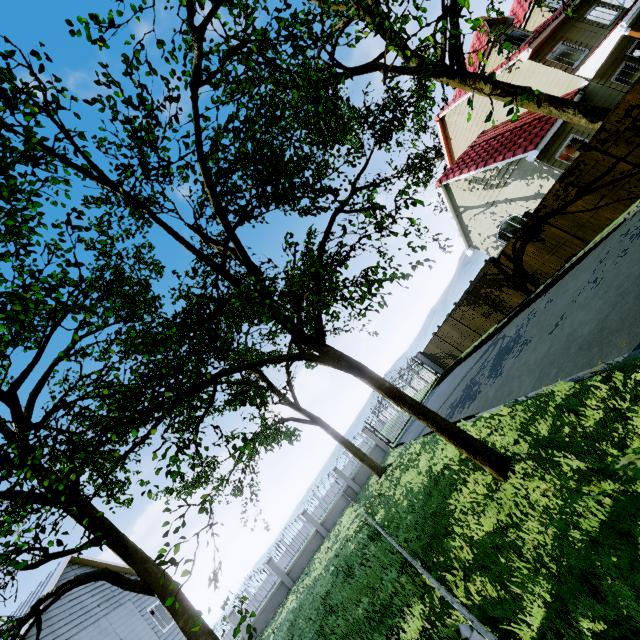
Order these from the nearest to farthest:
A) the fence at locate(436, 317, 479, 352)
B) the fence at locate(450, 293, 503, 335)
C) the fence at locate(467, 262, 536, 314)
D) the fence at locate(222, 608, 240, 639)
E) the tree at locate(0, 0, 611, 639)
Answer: the tree at locate(0, 0, 611, 639)
the fence at locate(467, 262, 536, 314)
the fence at locate(450, 293, 503, 335)
the fence at locate(222, 608, 240, 639)
the fence at locate(436, 317, 479, 352)

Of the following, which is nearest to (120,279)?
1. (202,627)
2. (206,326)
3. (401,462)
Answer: (206,326)

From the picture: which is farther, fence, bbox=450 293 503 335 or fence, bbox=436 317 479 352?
fence, bbox=436 317 479 352

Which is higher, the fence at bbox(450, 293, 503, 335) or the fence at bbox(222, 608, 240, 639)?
the fence at bbox(222, 608, 240, 639)

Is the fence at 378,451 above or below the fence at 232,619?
below

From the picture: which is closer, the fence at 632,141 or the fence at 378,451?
the fence at 632,141
